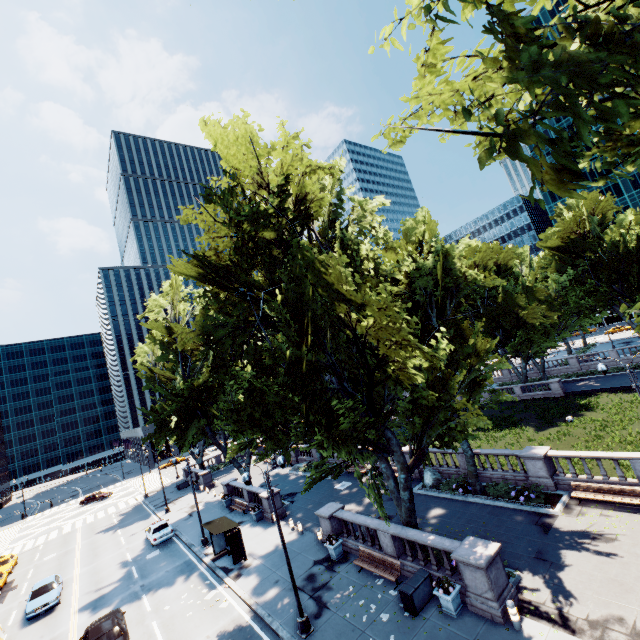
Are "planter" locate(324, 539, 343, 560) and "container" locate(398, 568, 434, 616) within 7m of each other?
yes

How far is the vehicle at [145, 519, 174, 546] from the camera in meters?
28.4 m

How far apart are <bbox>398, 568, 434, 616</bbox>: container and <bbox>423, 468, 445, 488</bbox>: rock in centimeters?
992cm

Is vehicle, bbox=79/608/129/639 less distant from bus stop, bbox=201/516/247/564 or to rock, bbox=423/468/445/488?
bus stop, bbox=201/516/247/564

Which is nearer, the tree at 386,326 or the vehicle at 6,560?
the tree at 386,326

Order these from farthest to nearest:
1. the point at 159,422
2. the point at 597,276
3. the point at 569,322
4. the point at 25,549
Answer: the point at 569,322 < the point at 597,276 < the point at 159,422 < the point at 25,549

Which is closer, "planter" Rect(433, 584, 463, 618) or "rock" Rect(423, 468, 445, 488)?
"planter" Rect(433, 584, 463, 618)

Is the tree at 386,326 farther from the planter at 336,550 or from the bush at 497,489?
the planter at 336,550
